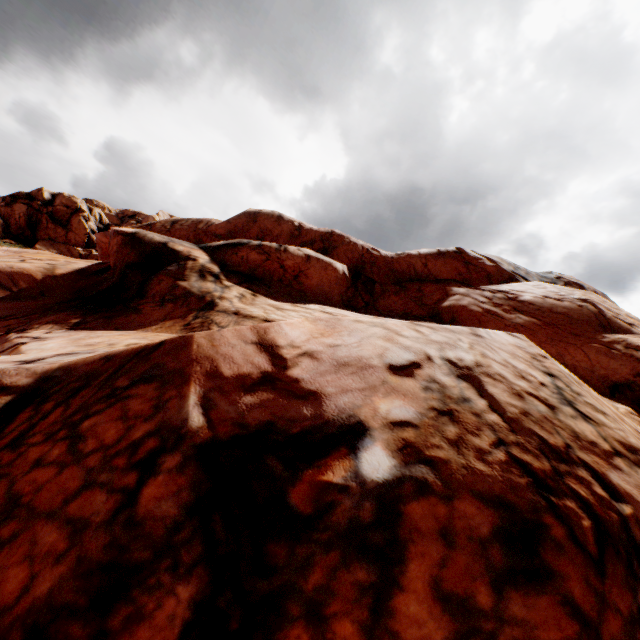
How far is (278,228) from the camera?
18.8 meters
